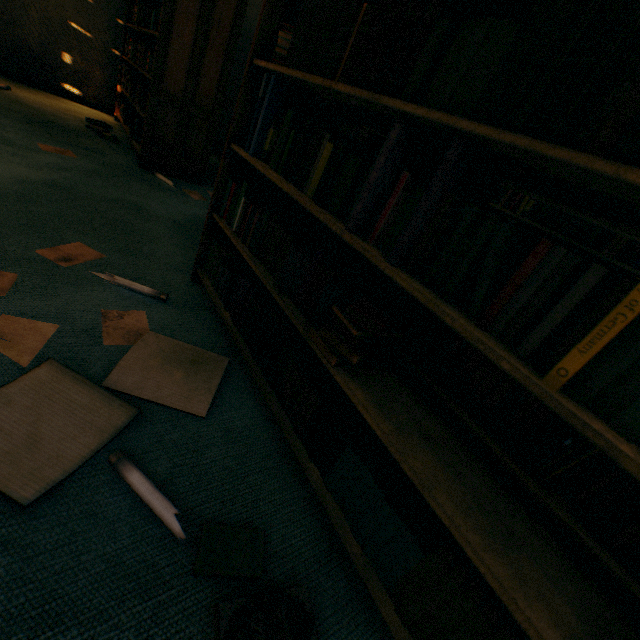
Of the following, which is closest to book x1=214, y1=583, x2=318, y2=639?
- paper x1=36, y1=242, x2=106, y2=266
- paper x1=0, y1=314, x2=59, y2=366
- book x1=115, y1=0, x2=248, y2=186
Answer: paper x1=0, y1=314, x2=59, y2=366

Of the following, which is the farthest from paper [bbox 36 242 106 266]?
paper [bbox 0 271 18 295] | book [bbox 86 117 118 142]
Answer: book [bbox 86 117 118 142]

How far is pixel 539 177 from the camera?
0.7 meters

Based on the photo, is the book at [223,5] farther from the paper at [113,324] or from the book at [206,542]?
the book at [206,542]

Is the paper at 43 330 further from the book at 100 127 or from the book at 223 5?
the book at 100 127

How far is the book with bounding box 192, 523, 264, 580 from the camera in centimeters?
74cm

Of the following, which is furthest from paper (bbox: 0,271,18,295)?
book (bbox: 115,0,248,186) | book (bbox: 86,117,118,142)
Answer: book (bbox: 86,117,118,142)

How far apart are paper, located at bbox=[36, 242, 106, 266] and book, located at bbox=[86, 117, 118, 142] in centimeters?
250cm
